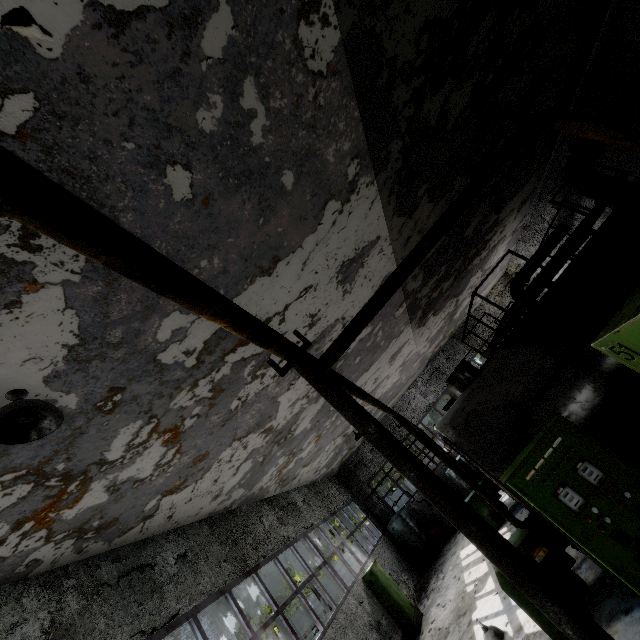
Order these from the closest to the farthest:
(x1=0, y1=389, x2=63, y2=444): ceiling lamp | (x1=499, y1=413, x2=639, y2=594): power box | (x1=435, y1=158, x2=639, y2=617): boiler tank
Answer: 1. (x1=0, y1=389, x2=63, y2=444): ceiling lamp
2. (x1=499, y1=413, x2=639, y2=594): power box
3. (x1=435, y1=158, x2=639, y2=617): boiler tank

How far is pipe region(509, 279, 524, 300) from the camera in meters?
15.0

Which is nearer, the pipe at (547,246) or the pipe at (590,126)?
the pipe at (590,126)

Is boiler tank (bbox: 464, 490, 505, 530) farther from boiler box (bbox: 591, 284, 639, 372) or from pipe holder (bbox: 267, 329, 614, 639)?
pipe holder (bbox: 267, 329, 614, 639)

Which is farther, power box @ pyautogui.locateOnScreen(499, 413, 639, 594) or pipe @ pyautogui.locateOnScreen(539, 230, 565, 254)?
pipe @ pyautogui.locateOnScreen(539, 230, 565, 254)

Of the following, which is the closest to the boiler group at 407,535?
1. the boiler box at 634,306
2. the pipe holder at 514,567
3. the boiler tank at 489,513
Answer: the boiler tank at 489,513

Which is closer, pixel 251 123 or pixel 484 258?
pixel 251 123
